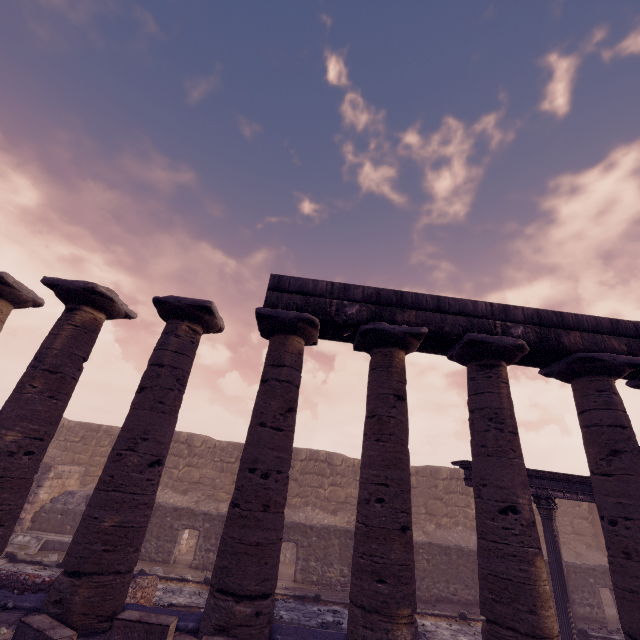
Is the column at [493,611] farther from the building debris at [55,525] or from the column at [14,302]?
the building debris at [55,525]

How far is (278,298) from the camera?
7.2m

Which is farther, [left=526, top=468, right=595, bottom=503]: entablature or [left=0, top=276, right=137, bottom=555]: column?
[left=526, top=468, right=595, bottom=503]: entablature

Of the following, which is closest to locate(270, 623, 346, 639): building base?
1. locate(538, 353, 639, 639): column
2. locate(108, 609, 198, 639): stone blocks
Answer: locate(538, 353, 639, 639): column

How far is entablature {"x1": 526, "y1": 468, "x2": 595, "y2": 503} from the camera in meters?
9.6 m

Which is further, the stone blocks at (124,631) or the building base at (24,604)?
the building base at (24,604)

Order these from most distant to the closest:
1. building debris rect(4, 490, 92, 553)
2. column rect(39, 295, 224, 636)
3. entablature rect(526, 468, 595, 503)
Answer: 1. building debris rect(4, 490, 92, 553)
2. entablature rect(526, 468, 595, 503)
3. column rect(39, 295, 224, 636)

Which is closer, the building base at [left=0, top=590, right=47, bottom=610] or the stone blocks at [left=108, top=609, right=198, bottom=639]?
the stone blocks at [left=108, top=609, right=198, bottom=639]
